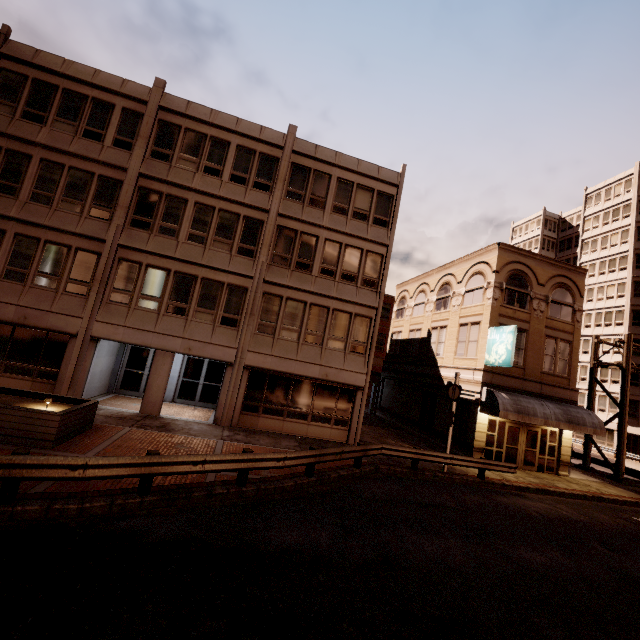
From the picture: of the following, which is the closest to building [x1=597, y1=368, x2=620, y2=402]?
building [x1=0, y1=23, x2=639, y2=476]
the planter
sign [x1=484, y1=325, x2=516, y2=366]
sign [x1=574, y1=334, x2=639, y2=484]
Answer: sign [x1=574, y1=334, x2=639, y2=484]

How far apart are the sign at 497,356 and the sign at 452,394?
3.5 meters

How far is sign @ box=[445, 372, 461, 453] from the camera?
15.4m

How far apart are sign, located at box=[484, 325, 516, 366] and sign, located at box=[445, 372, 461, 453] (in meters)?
3.54

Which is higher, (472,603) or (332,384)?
(332,384)

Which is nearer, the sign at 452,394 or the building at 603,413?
the sign at 452,394

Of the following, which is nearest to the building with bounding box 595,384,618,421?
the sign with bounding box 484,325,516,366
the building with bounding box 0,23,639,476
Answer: the building with bounding box 0,23,639,476

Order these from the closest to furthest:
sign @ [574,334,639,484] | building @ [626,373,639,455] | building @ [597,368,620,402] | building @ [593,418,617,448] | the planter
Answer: the planter < sign @ [574,334,639,484] < building @ [626,373,639,455] < building @ [593,418,617,448] < building @ [597,368,620,402]
